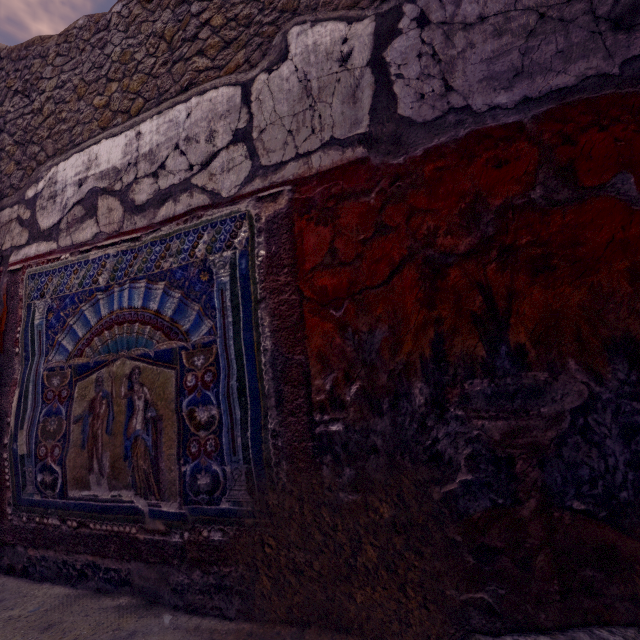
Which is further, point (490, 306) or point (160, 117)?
point (160, 117)
